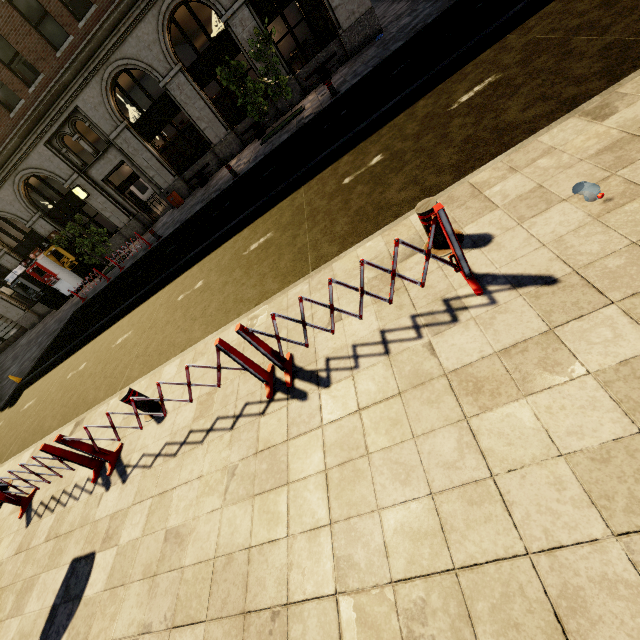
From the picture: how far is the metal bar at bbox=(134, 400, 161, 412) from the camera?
5.0m

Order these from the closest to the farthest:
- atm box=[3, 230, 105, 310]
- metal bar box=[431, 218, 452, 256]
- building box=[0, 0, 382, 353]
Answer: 1. metal bar box=[431, 218, 452, 256]
2. building box=[0, 0, 382, 353]
3. atm box=[3, 230, 105, 310]

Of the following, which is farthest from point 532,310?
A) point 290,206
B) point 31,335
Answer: point 31,335

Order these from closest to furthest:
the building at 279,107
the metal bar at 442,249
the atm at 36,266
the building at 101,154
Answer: the metal bar at 442,249, the building at 101,154, the building at 279,107, the atm at 36,266

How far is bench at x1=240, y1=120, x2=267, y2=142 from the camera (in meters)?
16.00

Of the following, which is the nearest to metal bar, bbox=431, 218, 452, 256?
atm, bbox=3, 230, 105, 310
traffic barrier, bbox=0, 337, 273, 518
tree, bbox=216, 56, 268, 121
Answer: traffic barrier, bbox=0, 337, 273, 518

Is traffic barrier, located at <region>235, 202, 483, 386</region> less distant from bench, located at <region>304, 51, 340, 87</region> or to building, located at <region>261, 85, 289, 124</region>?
bench, located at <region>304, 51, 340, 87</region>

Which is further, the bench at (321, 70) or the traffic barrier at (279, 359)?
the bench at (321, 70)
